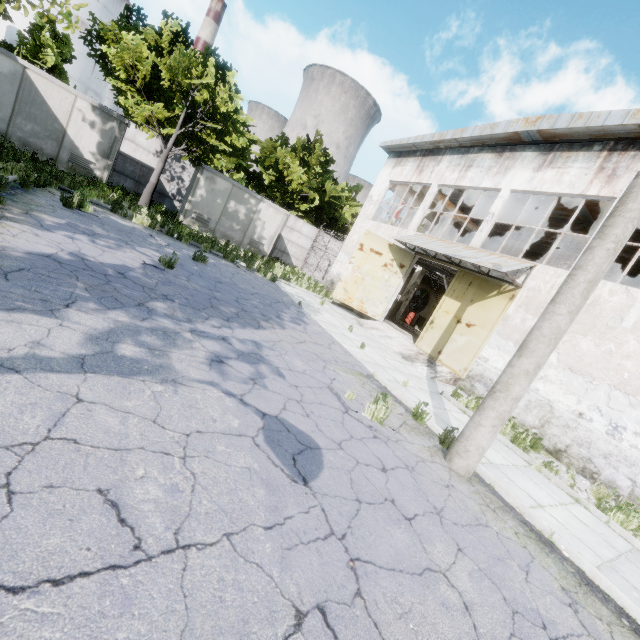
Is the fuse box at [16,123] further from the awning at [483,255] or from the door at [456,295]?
the door at [456,295]

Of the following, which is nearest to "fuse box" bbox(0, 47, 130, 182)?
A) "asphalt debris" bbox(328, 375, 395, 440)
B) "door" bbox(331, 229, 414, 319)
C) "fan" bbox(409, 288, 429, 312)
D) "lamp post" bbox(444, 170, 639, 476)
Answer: "door" bbox(331, 229, 414, 319)

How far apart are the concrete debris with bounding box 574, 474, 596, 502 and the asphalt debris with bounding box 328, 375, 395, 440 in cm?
409

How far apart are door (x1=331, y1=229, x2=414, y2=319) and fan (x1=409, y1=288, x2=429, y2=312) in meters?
10.0 m

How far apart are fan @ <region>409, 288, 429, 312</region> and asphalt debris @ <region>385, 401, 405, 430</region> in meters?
19.9 m

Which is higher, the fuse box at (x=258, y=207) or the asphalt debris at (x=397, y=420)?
the fuse box at (x=258, y=207)

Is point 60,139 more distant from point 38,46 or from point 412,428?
point 412,428

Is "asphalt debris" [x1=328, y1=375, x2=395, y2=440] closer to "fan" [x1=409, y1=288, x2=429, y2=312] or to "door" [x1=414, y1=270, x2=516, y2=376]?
"door" [x1=414, y1=270, x2=516, y2=376]
